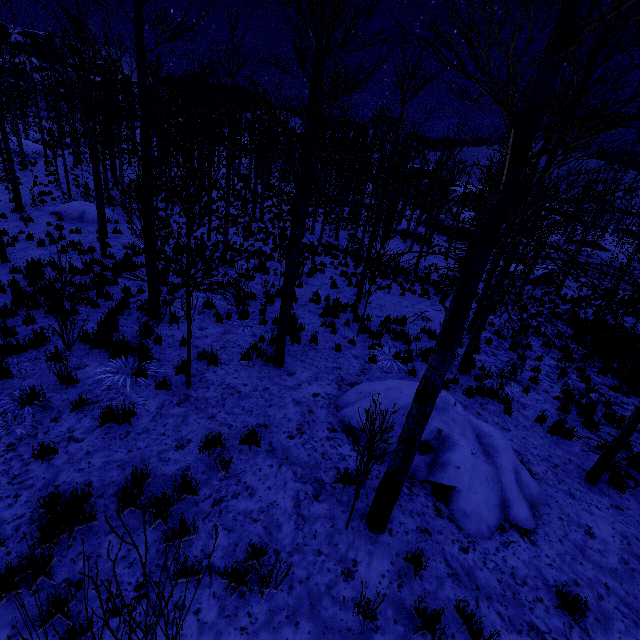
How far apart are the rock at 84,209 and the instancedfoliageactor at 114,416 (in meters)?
18.66

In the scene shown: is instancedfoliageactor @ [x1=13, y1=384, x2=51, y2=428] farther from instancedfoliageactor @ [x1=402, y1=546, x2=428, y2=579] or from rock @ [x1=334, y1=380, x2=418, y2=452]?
rock @ [x1=334, y1=380, x2=418, y2=452]

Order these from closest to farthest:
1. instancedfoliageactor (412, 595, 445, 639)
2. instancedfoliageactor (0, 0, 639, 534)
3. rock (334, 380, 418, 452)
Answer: instancedfoliageactor (0, 0, 639, 534) < instancedfoliageactor (412, 595, 445, 639) < rock (334, 380, 418, 452)

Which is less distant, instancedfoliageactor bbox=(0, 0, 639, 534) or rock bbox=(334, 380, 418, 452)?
instancedfoliageactor bbox=(0, 0, 639, 534)

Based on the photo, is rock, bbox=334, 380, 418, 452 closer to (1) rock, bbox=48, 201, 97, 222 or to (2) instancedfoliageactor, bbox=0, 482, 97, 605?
(2) instancedfoliageactor, bbox=0, 482, 97, 605

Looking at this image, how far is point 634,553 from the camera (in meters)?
Result: 5.00

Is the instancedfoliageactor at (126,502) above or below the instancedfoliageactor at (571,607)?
above

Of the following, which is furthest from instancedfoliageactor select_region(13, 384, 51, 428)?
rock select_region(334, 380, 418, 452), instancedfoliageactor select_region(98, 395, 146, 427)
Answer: rock select_region(334, 380, 418, 452)
